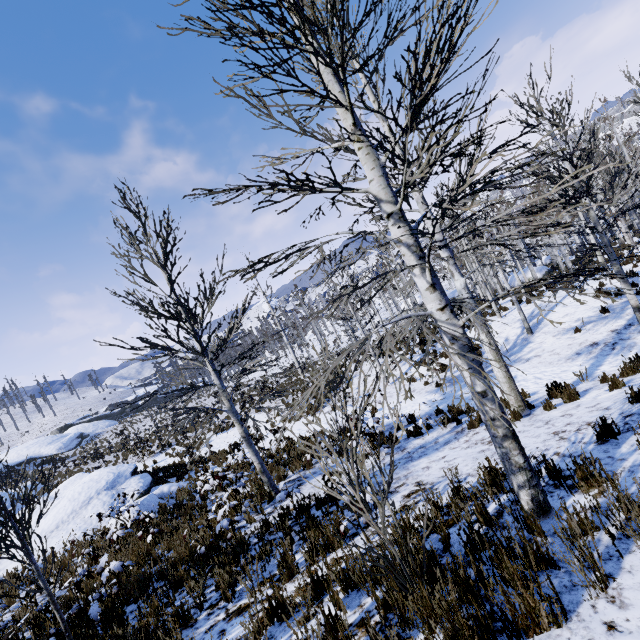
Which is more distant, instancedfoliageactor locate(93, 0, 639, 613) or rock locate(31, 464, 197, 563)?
rock locate(31, 464, 197, 563)

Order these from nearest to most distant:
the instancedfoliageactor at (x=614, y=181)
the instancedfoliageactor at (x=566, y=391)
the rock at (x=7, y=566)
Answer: the instancedfoliageactor at (x=614, y=181) → the instancedfoliageactor at (x=566, y=391) → the rock at (x=7, y=566)

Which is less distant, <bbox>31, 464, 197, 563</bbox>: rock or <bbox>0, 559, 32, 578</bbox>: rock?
<bbox>0, 559, 32, 578</bbox>: rock

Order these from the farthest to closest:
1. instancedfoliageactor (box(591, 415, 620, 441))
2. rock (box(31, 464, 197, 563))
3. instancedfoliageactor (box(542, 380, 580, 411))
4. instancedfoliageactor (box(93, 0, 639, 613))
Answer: rock (box(31, 464, 197, 563)), instancedfoliageactor (box(542, 380, 580, 411)), instancedfoliageactor (box(591, 415, 620, 441)), instancedfoliageactor (box(93, 0, 639, 613))

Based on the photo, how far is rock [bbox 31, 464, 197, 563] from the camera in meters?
11.0 m

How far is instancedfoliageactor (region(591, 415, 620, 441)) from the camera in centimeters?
451cm

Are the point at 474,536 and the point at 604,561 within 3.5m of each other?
yes

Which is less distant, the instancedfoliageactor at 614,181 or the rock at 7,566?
the instancedfoliageactor at 614,181
